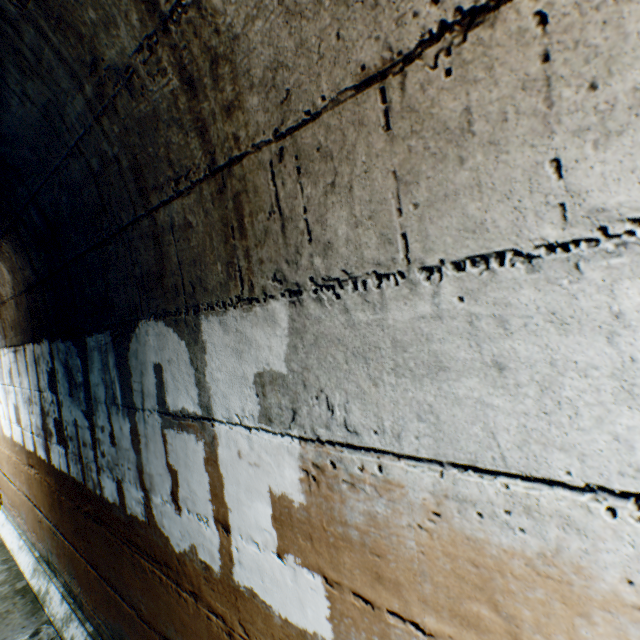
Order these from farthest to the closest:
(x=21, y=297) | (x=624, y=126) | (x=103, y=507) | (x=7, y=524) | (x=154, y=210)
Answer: (x=7, y=524)
(x=21, y=297)
(x=103, y=507)
(x=154, y=210)
(x=624, y=126)
